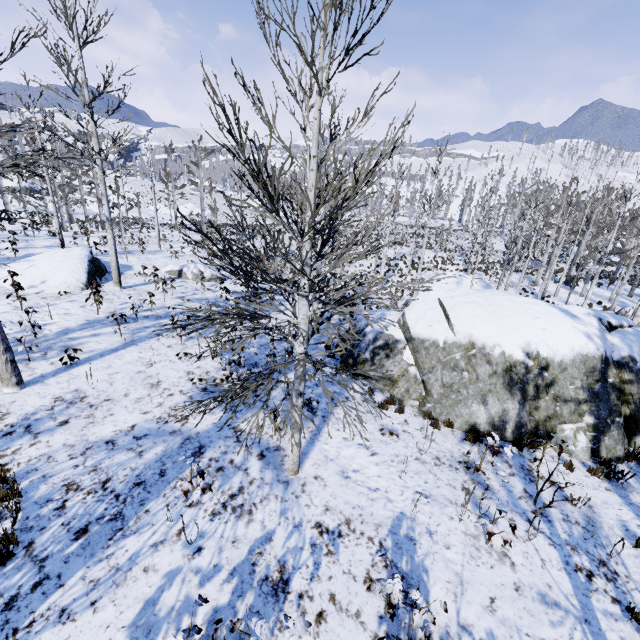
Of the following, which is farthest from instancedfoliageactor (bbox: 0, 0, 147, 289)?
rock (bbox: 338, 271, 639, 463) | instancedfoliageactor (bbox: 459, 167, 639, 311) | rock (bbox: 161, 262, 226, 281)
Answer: instancedfoliageactor (bbox: 459, 167, 639, 311)

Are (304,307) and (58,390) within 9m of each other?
yes

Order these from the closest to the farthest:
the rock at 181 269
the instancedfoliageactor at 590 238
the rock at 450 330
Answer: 1. the rock at 450 330
2. the instancedfoliageactor at 590 238
3. the rock at 181 269

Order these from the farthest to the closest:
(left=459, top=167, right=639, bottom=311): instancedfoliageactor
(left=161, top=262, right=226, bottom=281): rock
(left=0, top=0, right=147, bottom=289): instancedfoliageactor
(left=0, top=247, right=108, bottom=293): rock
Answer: (left=161, top=262, right=226, bottom=281): rock < (left=459, top=167, right=639, bottom=311): instancedfoliageactor < (left=0, top=247, right=108, bottom=293): rock < (left=0, top=0, right=147, bottom=289): instancedfoliageactor

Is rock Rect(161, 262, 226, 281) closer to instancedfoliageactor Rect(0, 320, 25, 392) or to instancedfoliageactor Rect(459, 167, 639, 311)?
instancedfoliageactor Rect(0, 320, 25, 392)

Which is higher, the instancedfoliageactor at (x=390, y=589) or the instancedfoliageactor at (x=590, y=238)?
the instancedfoliageactor at (x=590, y=238)

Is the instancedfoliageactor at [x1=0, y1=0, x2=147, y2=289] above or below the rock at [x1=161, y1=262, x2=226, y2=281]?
above

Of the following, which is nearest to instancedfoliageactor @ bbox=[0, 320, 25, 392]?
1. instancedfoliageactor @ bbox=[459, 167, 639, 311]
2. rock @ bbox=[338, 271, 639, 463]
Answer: rock @ bbox=[338, 271, 639, 463]
